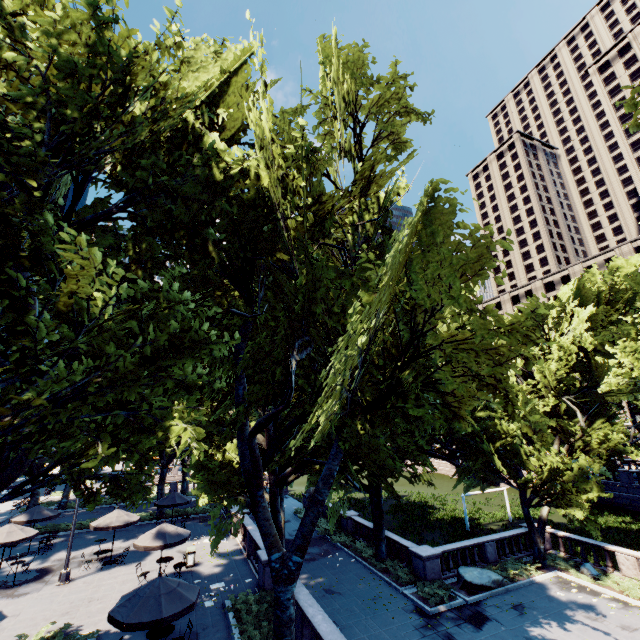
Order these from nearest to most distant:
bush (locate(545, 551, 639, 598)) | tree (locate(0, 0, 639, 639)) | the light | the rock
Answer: tree (locate(0, 0, 639, 639)) < bush (locate(545, 551, 639, 598)) < the light < the rock

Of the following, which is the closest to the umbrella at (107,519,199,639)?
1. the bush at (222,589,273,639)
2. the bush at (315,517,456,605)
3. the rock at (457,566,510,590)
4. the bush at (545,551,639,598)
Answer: the bush at (222,589,273,639)

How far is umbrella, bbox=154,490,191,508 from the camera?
25.3m

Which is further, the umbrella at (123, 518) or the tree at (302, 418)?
the umbrella at (123, 518)

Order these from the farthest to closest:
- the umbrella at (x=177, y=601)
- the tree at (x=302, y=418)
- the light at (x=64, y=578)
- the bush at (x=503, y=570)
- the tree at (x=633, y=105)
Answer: the bush at (x=503, y=570) → the light at (x=64, y=578) → the umbrella at (x=177, y=601) → the tree at (x=633, y=105) → the tree at (x=302, y=418)

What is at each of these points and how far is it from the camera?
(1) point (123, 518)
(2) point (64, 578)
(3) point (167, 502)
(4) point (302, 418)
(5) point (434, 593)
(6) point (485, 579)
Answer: (1) umbrella, 20.81m
(2) light, 17.83m
(3) umbrella, 25.50m
(4) tree, 12.79m
(5) bush, 17.38m
(6) rock, 18.88m

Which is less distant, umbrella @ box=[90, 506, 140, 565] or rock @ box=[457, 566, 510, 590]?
rock @ box=[457, 566, 510, 590]

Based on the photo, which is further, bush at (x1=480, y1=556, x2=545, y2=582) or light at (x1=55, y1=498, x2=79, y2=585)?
bush at (x1=480, y1=556, x2=545, y2=582)
